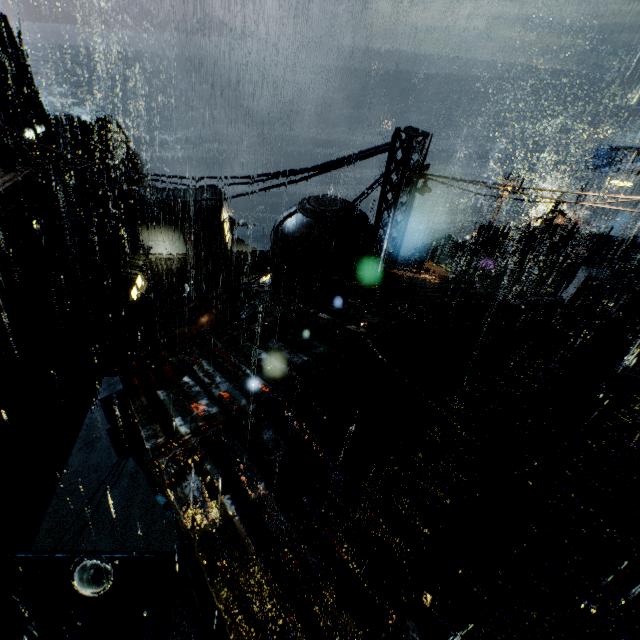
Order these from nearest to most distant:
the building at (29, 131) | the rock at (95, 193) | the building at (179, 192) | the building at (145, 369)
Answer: the building at (145, 369) → the building at (179, 192) → the building at (29, 131) → the rock at (95, 193)

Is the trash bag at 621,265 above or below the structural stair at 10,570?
above

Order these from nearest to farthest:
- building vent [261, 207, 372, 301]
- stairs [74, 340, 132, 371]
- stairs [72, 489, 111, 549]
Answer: building vent [261, 207, 372, 301] → stairs [72, 489, 111, 549] → stairs [74, 340, 132, 371]

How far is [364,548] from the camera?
4.11m

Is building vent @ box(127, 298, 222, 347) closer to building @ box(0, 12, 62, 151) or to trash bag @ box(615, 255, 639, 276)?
building @ box(0, 12, 62, 151)

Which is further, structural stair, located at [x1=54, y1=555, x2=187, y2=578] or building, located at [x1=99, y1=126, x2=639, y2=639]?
structural stair, located at [x1=54, y1=555, x2=187, y2=578]

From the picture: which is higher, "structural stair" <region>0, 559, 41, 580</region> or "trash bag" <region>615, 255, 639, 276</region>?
"trash bag" <region>615, 255, 639, 276</region>

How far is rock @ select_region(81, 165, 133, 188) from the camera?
55.02m
